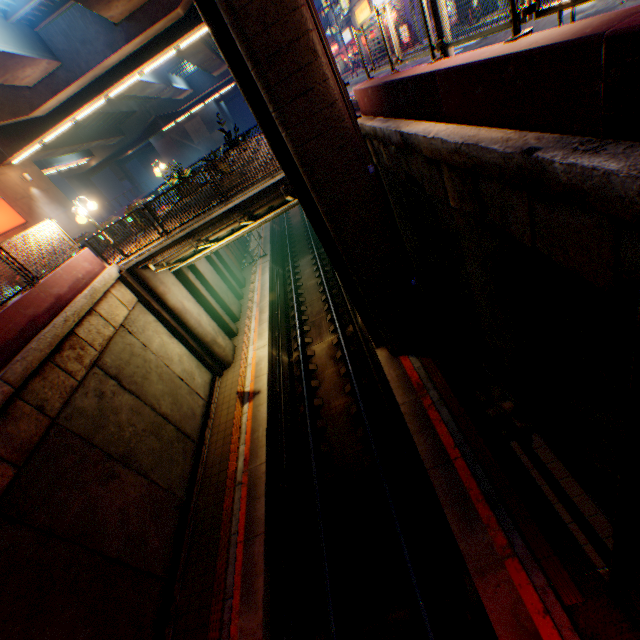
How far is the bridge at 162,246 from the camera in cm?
1090

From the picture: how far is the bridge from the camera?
10.9 meters

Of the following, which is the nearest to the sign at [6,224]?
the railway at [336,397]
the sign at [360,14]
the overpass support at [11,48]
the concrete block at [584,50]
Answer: the overpass support at [11,48]

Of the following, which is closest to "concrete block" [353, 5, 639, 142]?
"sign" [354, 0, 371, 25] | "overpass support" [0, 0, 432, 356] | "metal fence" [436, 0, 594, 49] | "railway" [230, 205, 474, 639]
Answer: "metal fence" [436, 0, 594, 49]

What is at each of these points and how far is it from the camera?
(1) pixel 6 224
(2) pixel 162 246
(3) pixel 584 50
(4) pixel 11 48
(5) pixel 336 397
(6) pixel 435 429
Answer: (1) sign, 17.5m
(2) bridge, 11.4m
(3) concrete block, 2.6m
(4) overpass support, 12.7m
(5) railway, 12.3m
(6) railway, 8.2m

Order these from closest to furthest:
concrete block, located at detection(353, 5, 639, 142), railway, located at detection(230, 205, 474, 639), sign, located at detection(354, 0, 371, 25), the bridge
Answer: concrete block, located at detection(353, 5, 639, 142) → railway, located at detection(230, 205, 474, 639) → the bridge → sign, located at detection(354, 0, 371, 25)

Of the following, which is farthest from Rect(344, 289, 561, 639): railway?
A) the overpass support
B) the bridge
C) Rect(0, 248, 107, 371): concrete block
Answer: Rect(0, 248, 107, 371): concrete block

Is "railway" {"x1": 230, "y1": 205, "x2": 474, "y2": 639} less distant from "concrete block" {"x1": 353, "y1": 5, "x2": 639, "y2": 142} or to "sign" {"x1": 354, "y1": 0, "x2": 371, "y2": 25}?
"concrete block" {"x1": 353, "y1": 5, "x2": 639, "y2": 142}
